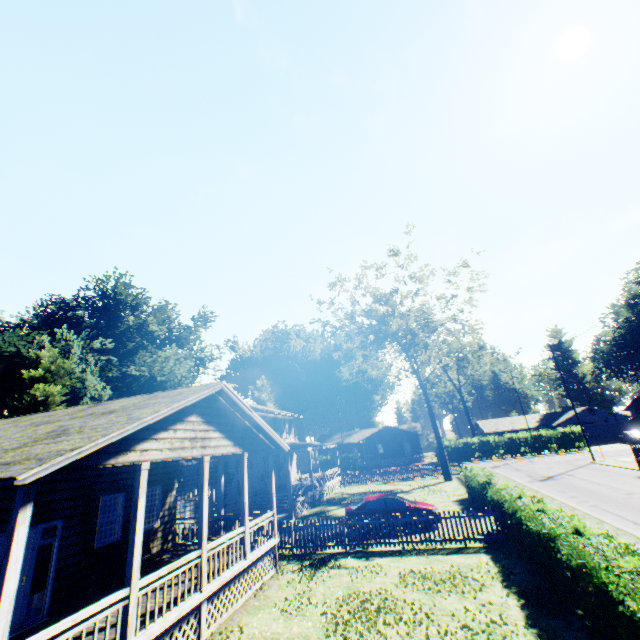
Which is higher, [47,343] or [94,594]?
[47,343]

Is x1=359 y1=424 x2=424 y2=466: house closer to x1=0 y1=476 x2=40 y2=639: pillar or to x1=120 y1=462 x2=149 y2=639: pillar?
x1=120 y1=462 x2=149 y2=639: pillar

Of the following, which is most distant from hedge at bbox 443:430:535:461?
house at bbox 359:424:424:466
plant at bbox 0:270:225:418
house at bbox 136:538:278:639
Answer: house at bbox 136:538:278:639

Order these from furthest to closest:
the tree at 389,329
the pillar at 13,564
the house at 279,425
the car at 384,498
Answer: the tree at 389,329, the house at 279,425, the car at 384,498, the pillar at 13,564

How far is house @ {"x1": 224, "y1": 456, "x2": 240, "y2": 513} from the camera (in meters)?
22.98

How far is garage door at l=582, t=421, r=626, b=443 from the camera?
51.38m

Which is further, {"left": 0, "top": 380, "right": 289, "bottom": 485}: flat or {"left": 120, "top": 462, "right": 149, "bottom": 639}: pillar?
{"left": 120, "top": 462, "right": 149, "bottom": 639}: pillar

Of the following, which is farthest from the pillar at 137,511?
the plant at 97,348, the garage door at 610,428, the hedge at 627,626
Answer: the garage door at 610,428
